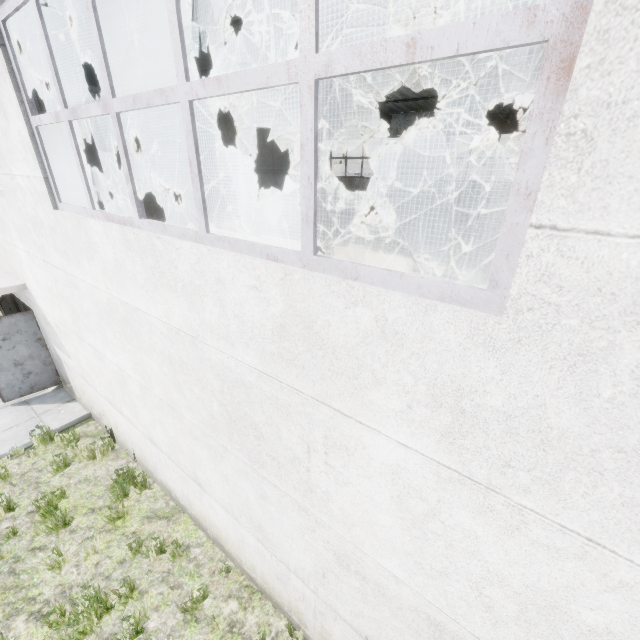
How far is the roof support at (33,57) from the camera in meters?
7.7

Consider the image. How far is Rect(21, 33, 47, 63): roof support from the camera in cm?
774

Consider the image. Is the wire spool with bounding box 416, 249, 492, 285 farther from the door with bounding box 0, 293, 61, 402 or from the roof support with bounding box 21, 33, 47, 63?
the door with bounding box 0, 293, 61, 402

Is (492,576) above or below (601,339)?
below

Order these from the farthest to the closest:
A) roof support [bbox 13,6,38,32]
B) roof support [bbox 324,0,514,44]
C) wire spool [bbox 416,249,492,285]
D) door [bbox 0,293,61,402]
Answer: wire spool [bbox 416,249,492,285], door [bbox 0,293,61,402], roof support [bbox 324,0,514,44], roof support [bbox 13,6,38,32]

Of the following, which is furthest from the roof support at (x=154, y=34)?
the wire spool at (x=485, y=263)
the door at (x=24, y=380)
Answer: the wire spool at (x=485, y=263)
